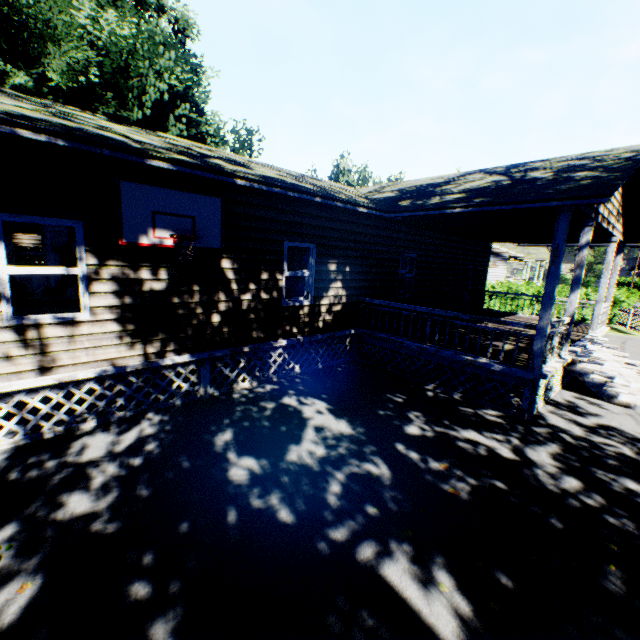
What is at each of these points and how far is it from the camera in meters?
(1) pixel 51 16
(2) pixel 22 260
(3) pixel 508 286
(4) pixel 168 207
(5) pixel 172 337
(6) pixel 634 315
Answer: (1) plant, 18.2
(2) hedge, 15.4
(3) hedge, 22.7
(4) basketball hoop, 5.6
(5) house, 6.4
(6) fence, 18.9

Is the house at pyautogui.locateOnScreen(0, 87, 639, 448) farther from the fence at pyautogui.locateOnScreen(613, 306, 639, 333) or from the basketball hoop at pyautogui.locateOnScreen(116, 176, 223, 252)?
the fence at pyautogui.locateOnScreen(613, 306, 639, 333)

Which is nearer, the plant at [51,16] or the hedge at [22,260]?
the hedge at [22,260]

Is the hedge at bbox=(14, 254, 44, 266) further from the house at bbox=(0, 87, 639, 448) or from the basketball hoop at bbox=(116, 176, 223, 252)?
the basketball hoop at bbox=(116, 176, 223, 252)

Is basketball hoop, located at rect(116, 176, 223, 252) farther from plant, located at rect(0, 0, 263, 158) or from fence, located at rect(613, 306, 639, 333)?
fence, located at rect(613, 306, 639, 333)

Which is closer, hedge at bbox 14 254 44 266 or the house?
the house

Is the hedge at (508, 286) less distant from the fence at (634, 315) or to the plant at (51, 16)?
the fence at (634, 315)

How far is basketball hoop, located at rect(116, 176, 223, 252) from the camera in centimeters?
520cm
